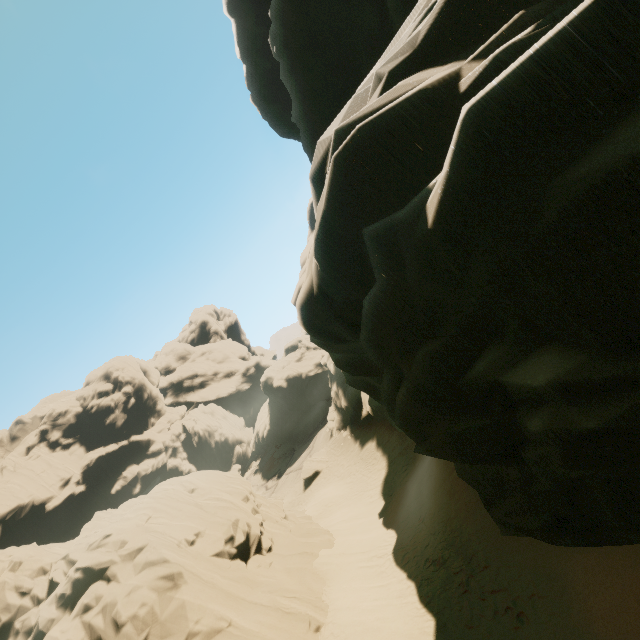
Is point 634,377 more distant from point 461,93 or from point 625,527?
point 461,93

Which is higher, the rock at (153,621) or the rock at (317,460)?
the rock at (153,621)

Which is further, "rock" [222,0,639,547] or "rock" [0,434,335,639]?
"rock" [0,434,335,639]

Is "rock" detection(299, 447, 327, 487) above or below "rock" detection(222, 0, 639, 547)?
below

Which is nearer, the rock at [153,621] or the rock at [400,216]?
the rock at [400,216]

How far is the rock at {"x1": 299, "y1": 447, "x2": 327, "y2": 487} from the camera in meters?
33.6
